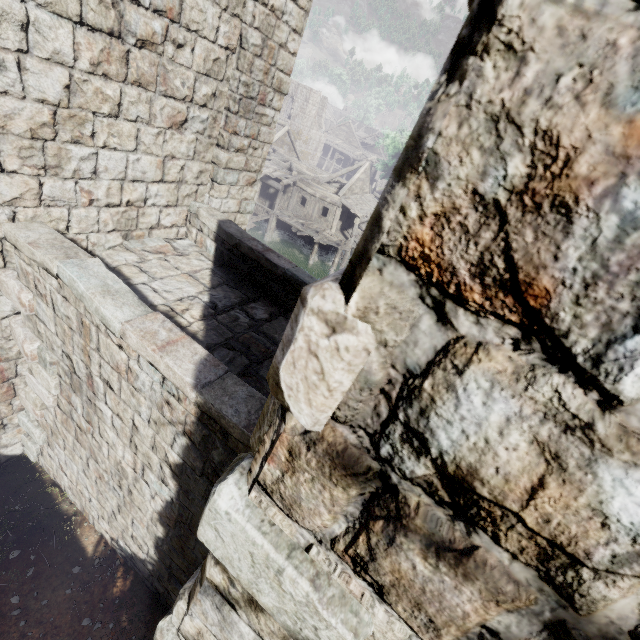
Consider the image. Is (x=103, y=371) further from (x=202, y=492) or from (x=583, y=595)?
(x=583, y=595)

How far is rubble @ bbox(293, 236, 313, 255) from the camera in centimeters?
2986cm

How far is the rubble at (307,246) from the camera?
29.9 meters

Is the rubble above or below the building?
below

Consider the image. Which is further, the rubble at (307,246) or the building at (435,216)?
the rubble at (307,246)

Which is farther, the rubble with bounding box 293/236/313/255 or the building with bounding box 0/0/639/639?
the rubble with bounding box 293/236/313/255
